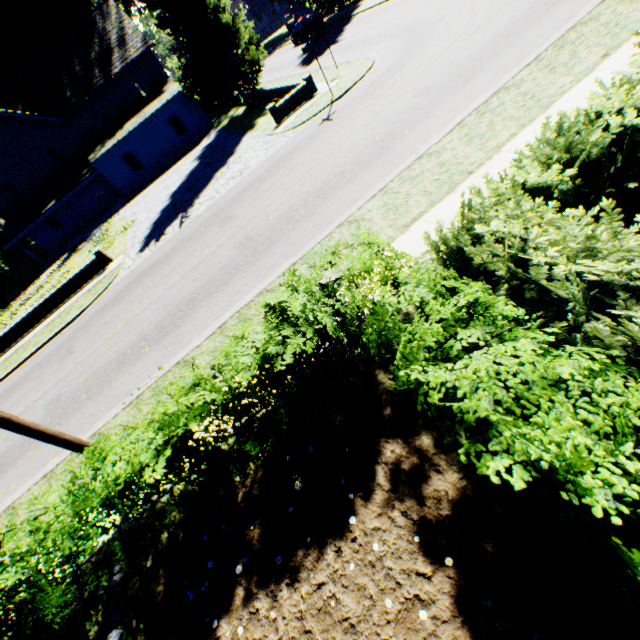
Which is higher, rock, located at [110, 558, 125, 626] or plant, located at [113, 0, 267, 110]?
plant, located at [113, 0, 267, 110]

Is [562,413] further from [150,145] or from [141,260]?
[150,145]

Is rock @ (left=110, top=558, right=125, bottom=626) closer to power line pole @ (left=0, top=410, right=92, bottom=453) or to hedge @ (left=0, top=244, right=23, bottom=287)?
hedge @ (left=0, top=244, right=23, bottom=287)

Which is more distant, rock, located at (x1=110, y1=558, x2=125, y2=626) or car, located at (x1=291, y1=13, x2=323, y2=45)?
car, located at (x1=291, y1=13, x2=323, y2=45)

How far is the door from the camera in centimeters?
3109cm

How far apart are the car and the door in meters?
25.5 m

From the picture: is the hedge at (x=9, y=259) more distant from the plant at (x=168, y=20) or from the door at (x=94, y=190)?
the door at (x=94, y=190)

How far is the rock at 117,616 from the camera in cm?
467
